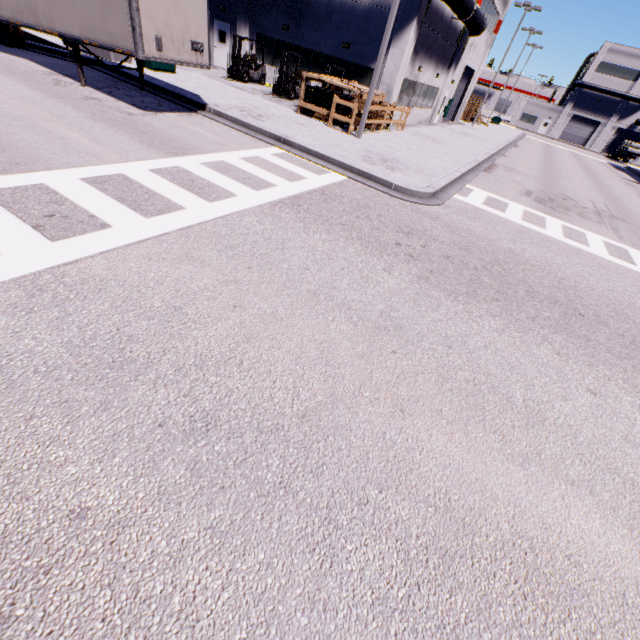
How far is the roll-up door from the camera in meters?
30.6

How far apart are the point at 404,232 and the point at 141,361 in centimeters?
633cm

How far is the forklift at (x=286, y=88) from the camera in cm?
1791

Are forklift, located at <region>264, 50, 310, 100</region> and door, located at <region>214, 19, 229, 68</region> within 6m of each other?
no

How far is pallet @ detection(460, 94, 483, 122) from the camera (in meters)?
38.19

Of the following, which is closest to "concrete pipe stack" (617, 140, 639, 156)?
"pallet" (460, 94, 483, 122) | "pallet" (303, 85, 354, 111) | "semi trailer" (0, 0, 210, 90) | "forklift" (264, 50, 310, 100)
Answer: "semi trailer" (0, 0, 210, 90)

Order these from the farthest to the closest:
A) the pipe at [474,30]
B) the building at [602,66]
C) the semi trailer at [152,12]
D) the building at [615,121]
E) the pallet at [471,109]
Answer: the building at [615,121]
the building at [602,66]
the pallet at [471,109]
the pipe at [474,30]
the semi trailer at [152,12]

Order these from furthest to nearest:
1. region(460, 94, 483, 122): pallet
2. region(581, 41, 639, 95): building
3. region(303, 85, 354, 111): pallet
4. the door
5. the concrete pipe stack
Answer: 1. region(581, 41, 639, 95): building
2. the concrete pipe stack
3. region(460, 94, 483, 122): pallet
4. the door
5. region(303, 85, 354, 111): pallet
